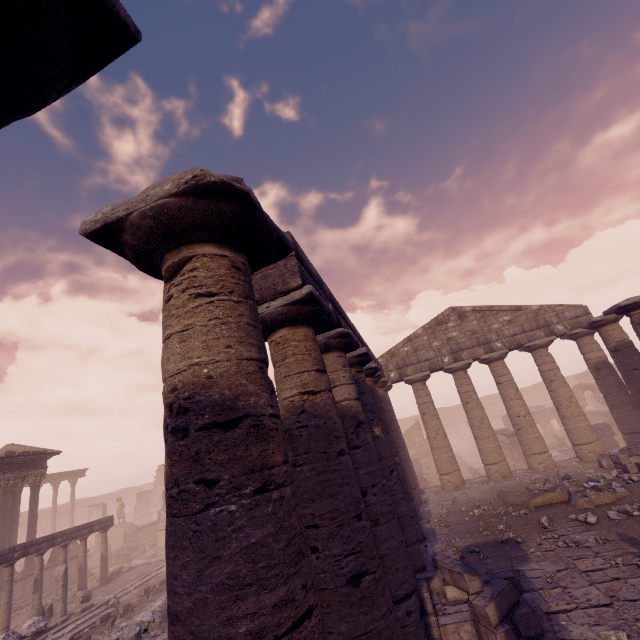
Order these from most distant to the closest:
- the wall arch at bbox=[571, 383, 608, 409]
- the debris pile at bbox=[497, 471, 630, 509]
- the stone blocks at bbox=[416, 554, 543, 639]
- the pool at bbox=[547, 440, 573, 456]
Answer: the wall arch at bbox=[571, 383, 608, 409] → the pool at bbox=[547, 440, 573, 456] → the debris pile at bbox=[497, 471, 630, 509] → the stone blocks at bbox=[416, 554, 543, 639]

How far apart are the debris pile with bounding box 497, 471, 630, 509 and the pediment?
6.9m

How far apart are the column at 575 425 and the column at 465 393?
2.47m

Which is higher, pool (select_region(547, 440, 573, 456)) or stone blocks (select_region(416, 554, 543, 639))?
stone blocks (select_region(416, 554, 543, 639))

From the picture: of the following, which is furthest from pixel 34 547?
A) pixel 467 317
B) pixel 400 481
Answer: pixel 467 317

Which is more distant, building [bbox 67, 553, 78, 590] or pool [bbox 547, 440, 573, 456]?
pool [bbox 547, 440, 573, 456]

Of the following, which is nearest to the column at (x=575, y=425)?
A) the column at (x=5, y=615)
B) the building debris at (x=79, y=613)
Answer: the building debris at (x=79, y=613)

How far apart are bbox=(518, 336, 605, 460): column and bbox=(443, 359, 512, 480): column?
2.47m
